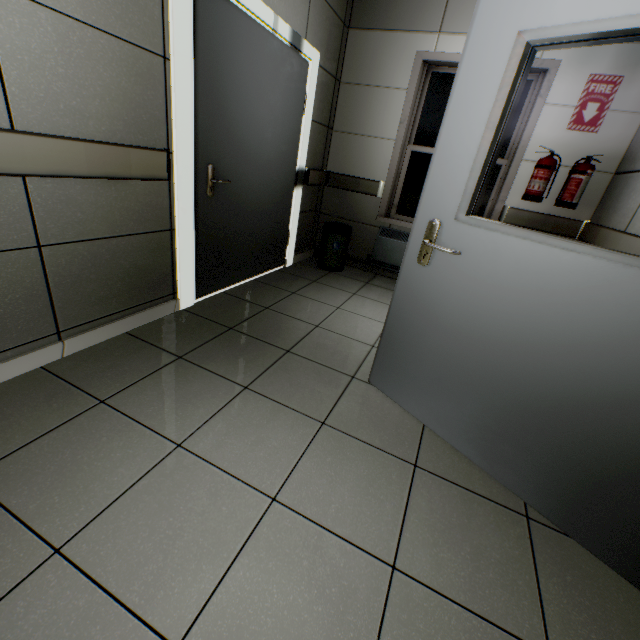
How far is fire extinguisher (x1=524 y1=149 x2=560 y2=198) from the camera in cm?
312

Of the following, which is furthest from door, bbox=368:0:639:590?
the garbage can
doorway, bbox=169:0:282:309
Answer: the garbage can

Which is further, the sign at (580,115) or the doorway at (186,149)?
the sign at (580,115)

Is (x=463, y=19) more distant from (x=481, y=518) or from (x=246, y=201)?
(x=481, y=518)

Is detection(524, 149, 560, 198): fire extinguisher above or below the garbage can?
above

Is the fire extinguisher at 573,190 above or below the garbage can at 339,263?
above

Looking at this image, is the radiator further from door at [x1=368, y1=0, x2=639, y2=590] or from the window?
door at [x1=368, y1=0, x2=639, y2=590]

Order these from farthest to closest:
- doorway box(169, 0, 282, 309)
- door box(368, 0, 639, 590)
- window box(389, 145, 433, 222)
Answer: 1. window box(389, 145, 433, 222)
2. doorway box(169, 0, 282, 309)
3. door box(368, 0, 639, 590)
